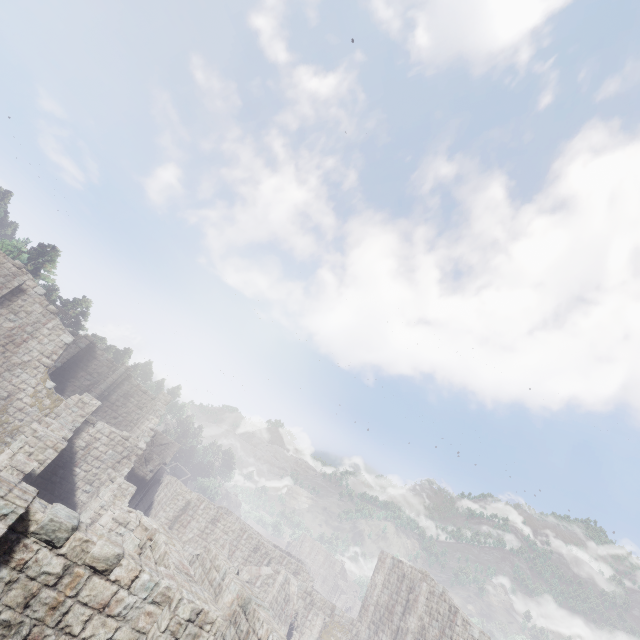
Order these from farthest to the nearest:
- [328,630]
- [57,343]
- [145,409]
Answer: [145,409] → [328,630] → [57,343]
